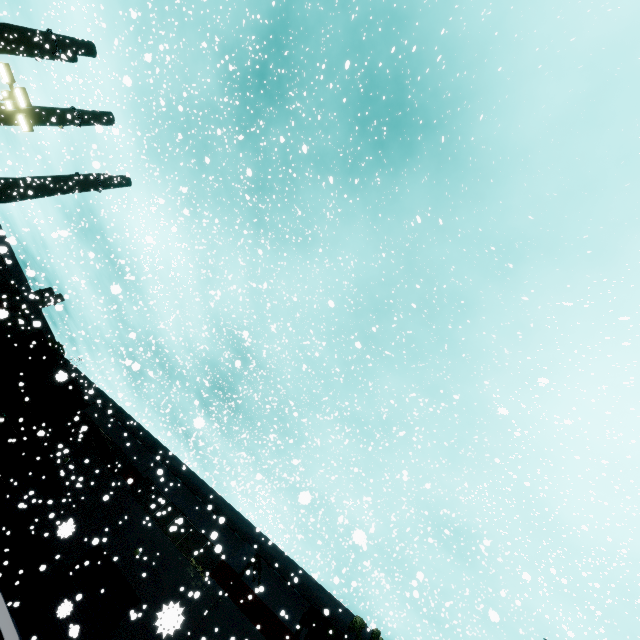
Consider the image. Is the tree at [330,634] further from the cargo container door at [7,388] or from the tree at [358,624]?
the cargo container door at [7,388]

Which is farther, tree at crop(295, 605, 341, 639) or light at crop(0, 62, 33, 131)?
tree at crop(295, 605, 341, 639)

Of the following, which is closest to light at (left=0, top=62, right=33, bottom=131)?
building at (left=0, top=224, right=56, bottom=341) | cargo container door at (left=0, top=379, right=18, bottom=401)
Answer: cargo container door at (left=0, top=379, right=18, bottom=401)

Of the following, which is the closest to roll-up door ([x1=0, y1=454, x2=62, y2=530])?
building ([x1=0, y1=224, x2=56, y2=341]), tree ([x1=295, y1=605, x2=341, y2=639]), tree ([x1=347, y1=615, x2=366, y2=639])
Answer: building ([x1=0, y1=224, x2=56, y2=341])

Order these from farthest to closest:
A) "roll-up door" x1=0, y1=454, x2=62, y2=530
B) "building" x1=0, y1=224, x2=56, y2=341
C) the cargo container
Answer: "roll-up door" x1=0, y1=454, x2=62, y2=530 < the cargo container < "building" x1=0, y1=224, x2=56, y2=341

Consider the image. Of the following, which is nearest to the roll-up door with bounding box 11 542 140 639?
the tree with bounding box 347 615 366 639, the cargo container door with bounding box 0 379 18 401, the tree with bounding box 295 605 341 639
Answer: the cargo container door with bounding box 0 379 18 401

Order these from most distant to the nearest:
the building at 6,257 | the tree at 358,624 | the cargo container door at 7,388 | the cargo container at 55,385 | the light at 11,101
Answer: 1. the cargo container at 55,385
2. the building at 6,257
3. the cargo container door at 7,388
4. the tree at 358,624
5. the light at 11,101

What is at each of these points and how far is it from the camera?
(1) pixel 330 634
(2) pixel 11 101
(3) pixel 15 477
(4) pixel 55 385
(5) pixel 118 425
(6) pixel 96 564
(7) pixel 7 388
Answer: (1) tree, 16.5m
(2) light, 13.8m
(3) roll-up door, 24.6m
(4) cargo container, 20.7m
(5) building, 28.6m
(6) roll-up door, 19.6m
(7) cargo container door, 17.3m
